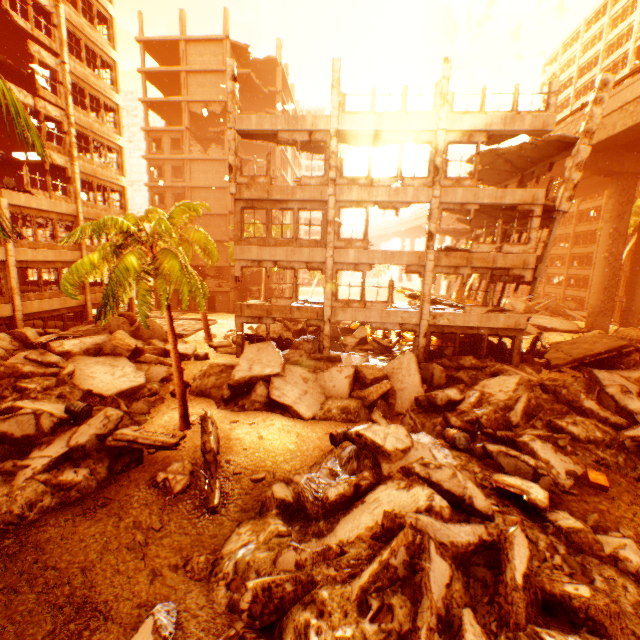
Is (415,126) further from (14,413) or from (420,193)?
(14,413)

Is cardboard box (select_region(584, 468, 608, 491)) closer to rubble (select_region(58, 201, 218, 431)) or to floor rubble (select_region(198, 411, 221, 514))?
rubble (select_region(58, 201, 218, 431))

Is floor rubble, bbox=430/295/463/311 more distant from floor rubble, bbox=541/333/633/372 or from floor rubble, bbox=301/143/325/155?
floor rubble, bbox=301/143/325/155

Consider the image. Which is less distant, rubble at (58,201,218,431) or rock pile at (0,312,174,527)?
rock pile at (0,312,174,527)

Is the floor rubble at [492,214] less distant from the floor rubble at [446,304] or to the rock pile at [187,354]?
the floor rubble at [446,304]

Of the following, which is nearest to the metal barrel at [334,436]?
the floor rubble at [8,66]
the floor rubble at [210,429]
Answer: the floor rubble at [210,429]

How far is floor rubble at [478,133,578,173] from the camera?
15.18m

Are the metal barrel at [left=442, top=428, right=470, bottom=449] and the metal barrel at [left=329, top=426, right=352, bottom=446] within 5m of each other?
yes
